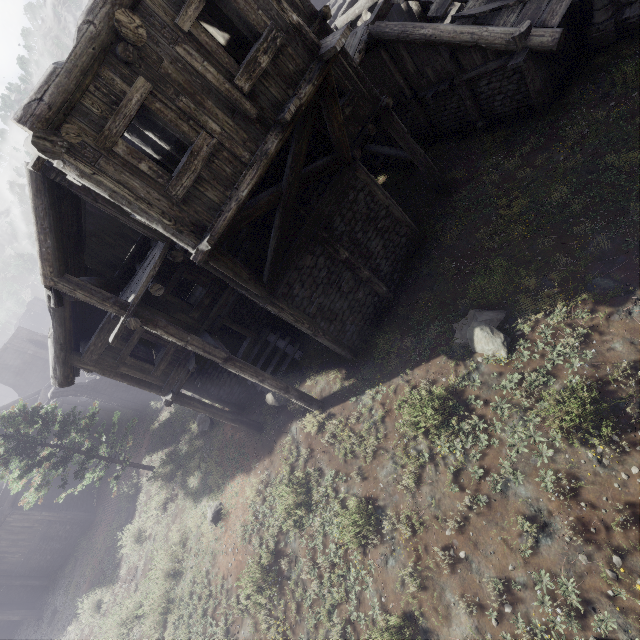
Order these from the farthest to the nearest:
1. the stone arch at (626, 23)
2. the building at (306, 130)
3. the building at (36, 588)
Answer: the building at (36, 588) → the stone arch at (626, 23) → the building at (306, 130)

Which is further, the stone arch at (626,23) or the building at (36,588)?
the building at (36,588)

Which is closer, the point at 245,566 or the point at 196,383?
the point at 245,566

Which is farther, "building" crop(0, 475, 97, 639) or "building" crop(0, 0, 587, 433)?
"building" crop(0, 475, 97, 639)

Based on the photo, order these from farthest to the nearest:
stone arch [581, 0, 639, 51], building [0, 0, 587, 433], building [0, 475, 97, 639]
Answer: building [0, 475, 97, 639] < stone arch [581, 0, 639, 51] < building [0, 0, 587, 433]

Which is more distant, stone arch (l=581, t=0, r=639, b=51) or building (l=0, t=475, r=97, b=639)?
building (l=0, t=475, r=97, b=639)

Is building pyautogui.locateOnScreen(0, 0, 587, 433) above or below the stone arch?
above
